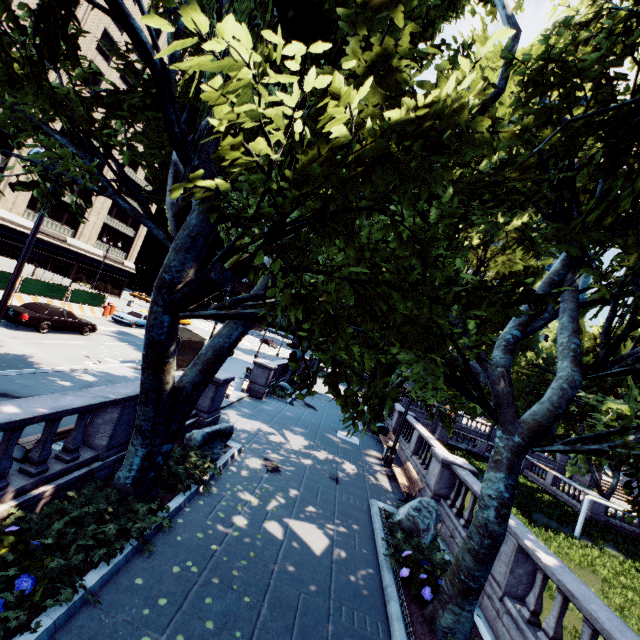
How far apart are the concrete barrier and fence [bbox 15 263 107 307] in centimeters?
0cm

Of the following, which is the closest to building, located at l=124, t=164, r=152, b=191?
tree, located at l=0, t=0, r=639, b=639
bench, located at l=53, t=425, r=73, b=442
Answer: tree, located at l=0, t=0, r=639, b=639

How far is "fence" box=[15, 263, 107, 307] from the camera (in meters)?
22.52

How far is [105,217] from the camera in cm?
4494

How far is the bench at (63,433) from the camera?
7.0m

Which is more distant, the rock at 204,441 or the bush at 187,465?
the rock at 204,441

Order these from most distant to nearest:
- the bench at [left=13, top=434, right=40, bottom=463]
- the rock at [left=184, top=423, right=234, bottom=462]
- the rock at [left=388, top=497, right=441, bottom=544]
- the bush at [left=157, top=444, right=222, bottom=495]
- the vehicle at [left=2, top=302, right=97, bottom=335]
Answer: the vehicle at [left=2, top=302, right=97, bottom=335]
the rock at [left=184, top=423, right=234, bottom=462]
the rock at [left=388, top=497, right=441, bottom=544]
the bush at [left=157, top=444, right=222, bottom=495]
the bench at [left=13, top=434, right=40, bottom=463]

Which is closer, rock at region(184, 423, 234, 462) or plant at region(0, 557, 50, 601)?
plant at region(0, 557, 50, 601)
